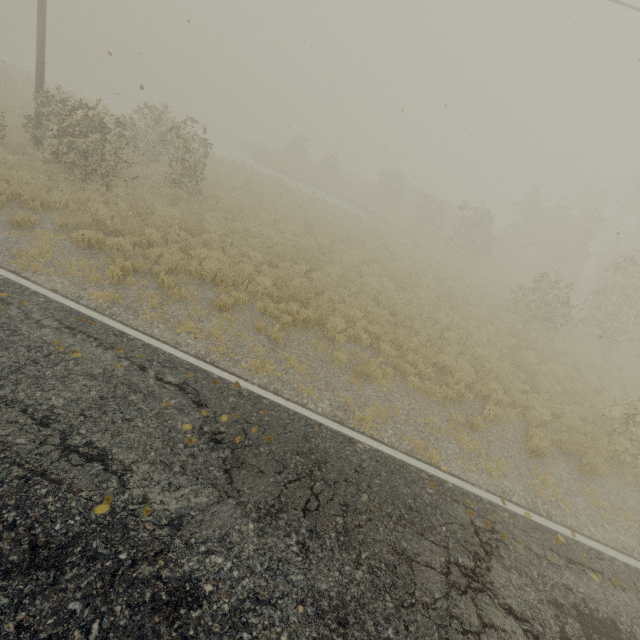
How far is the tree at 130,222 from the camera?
9.7 meters

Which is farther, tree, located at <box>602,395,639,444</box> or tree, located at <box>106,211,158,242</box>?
tree, located at <box>106,211,158,242</box>

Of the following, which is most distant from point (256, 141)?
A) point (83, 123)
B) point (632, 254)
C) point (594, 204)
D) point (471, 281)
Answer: point (632, 254)

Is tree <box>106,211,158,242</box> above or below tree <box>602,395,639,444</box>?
below

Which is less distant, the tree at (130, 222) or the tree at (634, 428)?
the tree at (634, 428)

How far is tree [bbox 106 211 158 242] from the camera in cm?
973
